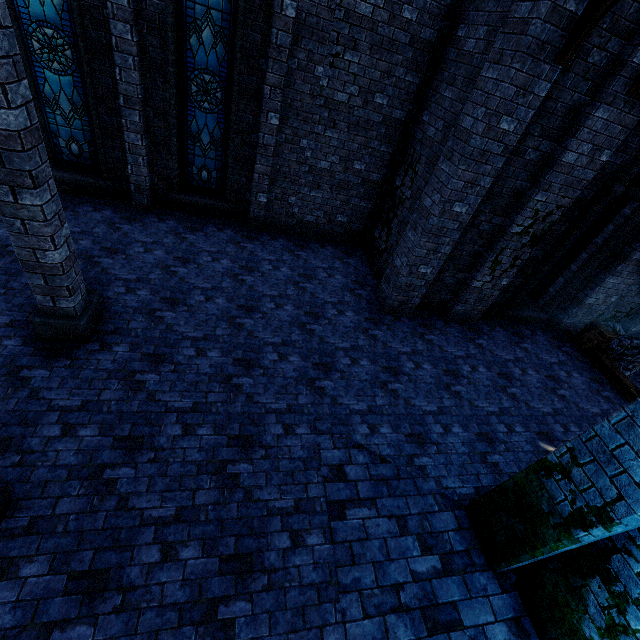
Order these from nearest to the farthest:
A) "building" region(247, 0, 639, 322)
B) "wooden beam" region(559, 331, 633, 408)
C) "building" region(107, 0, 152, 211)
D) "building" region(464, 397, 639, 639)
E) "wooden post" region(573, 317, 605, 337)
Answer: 1. "building" region(464, 397, 639, 639)
2. "building" region(247, 0, 639, 322)
3. "building" region(107, 0, 152, 211)
4. "wooden beam" region(559, 331, 633, 408)
5. "wooden post" region(573, 317, 605, 337)

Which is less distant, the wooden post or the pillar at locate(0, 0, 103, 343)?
the pillar at locate(0, 0, 103, 343)

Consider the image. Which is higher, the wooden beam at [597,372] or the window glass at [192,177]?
the window glass at [192,177]

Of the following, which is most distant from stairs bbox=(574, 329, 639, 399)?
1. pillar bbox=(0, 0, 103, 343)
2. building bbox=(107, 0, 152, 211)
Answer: pillar bbox=(0, 0, 103, 343)

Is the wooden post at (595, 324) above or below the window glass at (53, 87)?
below

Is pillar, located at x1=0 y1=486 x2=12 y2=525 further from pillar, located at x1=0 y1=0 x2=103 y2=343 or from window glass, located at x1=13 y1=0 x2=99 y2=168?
window glass, located at x1=13 y1=0 x2=99 y2=168

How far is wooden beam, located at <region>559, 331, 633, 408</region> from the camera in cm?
809

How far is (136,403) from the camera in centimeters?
480cm
